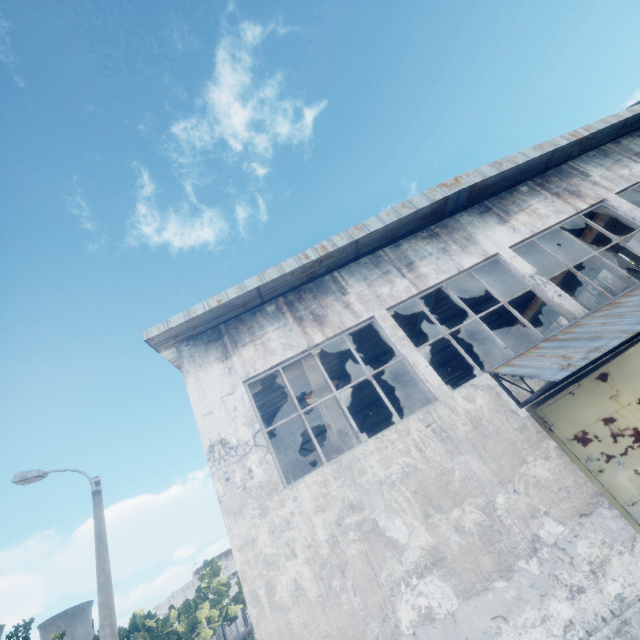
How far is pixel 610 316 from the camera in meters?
6.9 m

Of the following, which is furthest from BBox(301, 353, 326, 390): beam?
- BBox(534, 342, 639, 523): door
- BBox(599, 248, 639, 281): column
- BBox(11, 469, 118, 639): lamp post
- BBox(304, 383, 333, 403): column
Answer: BBox(599, 248, 639, 281): column

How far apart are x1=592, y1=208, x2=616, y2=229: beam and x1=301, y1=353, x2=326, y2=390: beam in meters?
11.9 m

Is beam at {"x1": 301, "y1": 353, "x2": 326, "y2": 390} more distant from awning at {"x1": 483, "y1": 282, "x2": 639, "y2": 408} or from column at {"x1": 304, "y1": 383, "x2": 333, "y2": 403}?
awning at {"x1": 483, "y1": 282, "x2": 639, "y2": 408}

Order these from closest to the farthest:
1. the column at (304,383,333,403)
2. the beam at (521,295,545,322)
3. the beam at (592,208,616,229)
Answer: the column at (304,383,333,403)
the beam at (592,208,616,229)
the beam at (521,295,545,322)

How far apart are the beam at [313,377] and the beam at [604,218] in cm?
1186

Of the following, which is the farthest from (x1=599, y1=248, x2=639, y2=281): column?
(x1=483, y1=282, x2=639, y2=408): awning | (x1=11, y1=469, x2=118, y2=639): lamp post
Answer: (x1=11, y1=469, x2=118, y2=639): lamp post

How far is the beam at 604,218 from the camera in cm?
1177
